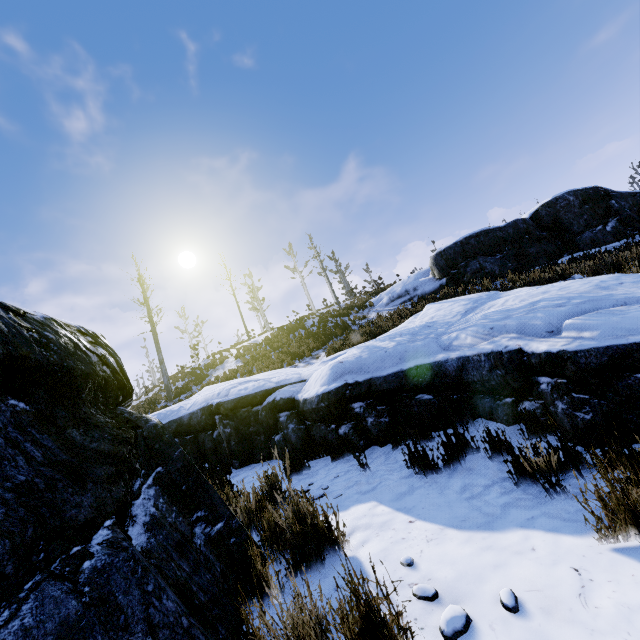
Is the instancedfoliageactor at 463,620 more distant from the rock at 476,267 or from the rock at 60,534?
the rock at 476,267

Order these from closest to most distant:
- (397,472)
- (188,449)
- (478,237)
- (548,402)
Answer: (548,402) < (397,472) < (188,449) < (478,237)

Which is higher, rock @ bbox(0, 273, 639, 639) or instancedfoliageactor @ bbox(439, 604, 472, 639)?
rock @ bbox(0, 273, 639, 639)

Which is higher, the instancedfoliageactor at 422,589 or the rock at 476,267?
the rock at 476,267

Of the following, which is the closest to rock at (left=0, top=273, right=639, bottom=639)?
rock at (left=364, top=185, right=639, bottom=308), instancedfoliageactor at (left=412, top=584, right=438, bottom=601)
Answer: instancedfoliageactor at (left=412, top=584, right=438, bottom=601)

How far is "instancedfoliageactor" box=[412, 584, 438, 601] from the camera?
1.81m

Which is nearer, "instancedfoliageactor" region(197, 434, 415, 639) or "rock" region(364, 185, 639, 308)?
"instancedfoliageactor" region(197, 434, 415, 639)

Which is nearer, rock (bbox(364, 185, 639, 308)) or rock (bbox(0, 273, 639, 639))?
rock (bbox(0, 273, 639, 639))
